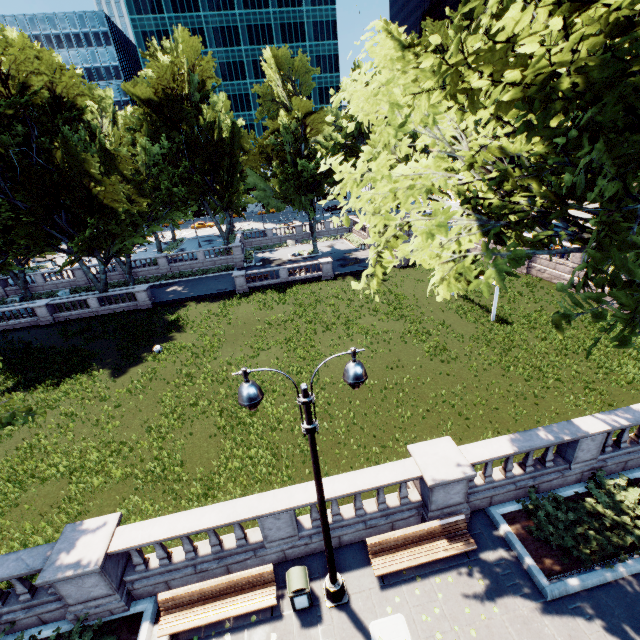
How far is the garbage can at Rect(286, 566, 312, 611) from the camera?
Result: 8.02m

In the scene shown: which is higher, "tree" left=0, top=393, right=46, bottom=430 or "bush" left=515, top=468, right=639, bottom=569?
"tree" left=0, top=393, right=46, bottom=430

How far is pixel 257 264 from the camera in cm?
4591

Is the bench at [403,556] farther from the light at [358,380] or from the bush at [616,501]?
the bush at [616,501]

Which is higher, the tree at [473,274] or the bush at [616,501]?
the tree at [473,274]

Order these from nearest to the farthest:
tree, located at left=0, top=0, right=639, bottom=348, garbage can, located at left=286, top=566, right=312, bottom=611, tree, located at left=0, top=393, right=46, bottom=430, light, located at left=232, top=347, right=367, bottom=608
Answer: tree, located at left=0, top=0, right=639, bottom=348 → light, located at left=232, top=347, right=367, bottom=608 → garbage can, located at left=286, top=566, right=312, bottom=611 → tree, located at left=0, top=393, right=46, bottom=430

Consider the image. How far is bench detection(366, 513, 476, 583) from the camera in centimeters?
875cm

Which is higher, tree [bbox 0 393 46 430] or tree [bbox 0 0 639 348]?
tree [bbox 0 0 639 348]
